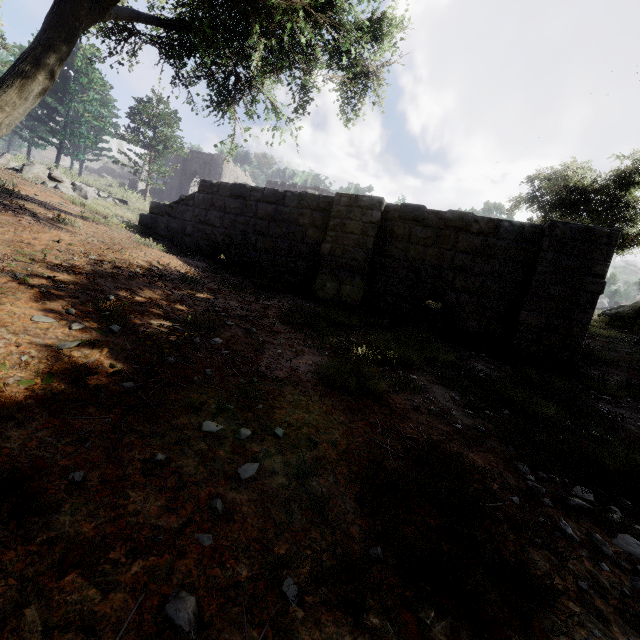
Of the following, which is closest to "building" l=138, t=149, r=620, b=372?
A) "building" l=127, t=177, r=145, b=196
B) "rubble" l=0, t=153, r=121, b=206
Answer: "rubble" l=0, t=153, r=121, b=206

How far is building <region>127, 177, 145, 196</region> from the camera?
20.4m

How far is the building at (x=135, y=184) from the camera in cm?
2044

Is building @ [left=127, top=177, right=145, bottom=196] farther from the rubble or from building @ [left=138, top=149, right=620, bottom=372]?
the rubble

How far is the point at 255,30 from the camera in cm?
522

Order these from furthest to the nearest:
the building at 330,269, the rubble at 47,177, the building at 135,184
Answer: the building at 135,184 → the rubble at 47,177 → the building at 330,269
